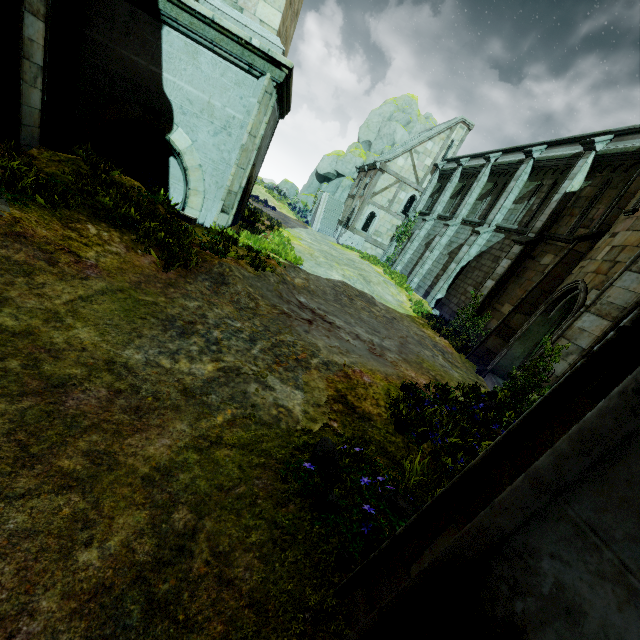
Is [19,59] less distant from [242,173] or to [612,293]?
[242,173]

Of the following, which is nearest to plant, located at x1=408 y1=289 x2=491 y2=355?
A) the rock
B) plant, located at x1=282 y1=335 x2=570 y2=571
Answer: plant, located at x1=282 y1=335 x2=570 y2=571

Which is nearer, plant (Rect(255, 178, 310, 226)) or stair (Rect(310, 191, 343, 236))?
stair (Rect(310, 191, 343, 236))

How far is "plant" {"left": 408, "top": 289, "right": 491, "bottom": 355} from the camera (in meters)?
13.11

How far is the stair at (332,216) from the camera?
32.68m

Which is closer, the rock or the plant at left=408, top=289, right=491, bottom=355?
the plant at left=408, top=289, right=491, bottom=355

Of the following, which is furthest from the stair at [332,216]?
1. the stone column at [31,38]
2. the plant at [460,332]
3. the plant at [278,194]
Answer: the stone column at [31,38]

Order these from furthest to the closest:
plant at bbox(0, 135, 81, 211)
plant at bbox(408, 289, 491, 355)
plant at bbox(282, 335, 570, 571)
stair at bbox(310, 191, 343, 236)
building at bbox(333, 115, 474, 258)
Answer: stair at bbox(310, 191, 343, 236), building at bbox(333, 115, 474, 258), plant at bbox(408, 289, 491, 355), plant at bbox(0, 135, 81, 211), plant at bbox(282, 335, 570, 571)
